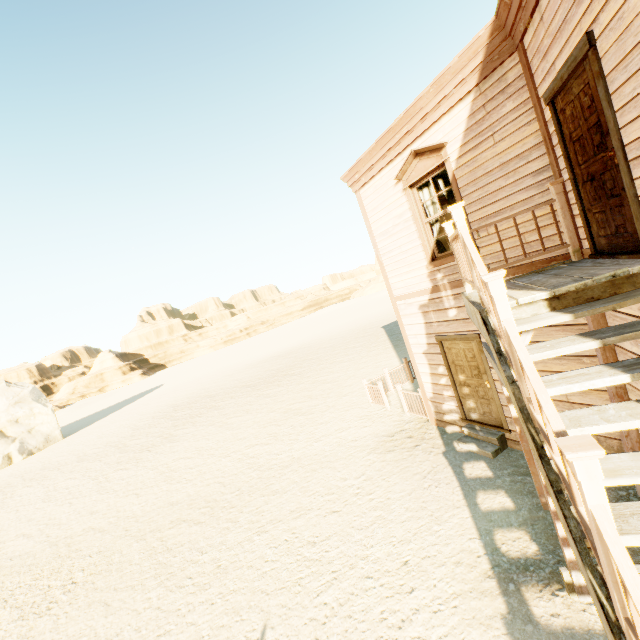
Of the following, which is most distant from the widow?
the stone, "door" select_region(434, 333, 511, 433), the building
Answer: the stone

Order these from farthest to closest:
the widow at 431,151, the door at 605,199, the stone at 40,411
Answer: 1. the stone at 40,411
2. the widow at 431,151
3. the door at 605,199

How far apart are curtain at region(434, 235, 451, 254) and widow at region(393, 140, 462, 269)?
0.1m

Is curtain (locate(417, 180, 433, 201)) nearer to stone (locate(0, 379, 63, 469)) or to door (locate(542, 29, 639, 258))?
door (locate(542, 29, 639, 258))

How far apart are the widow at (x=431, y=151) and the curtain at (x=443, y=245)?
0.10m

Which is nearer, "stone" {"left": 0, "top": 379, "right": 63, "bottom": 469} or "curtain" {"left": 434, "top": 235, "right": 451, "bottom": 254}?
"curtain" {"left": 434, "top": 235, "right": 451, "bottom": 254}

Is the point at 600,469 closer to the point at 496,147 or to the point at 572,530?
the point at 572,530
